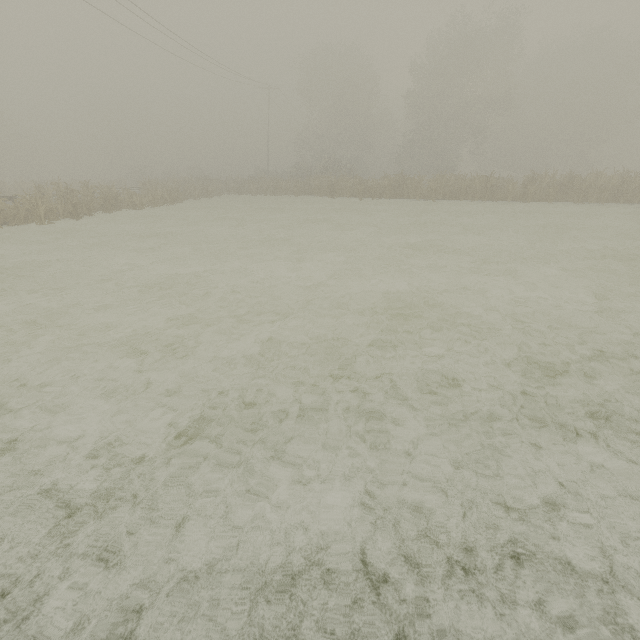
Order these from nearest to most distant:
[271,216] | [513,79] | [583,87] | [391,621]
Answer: [391,621] < [271,216] < [513,79] < [583,87]
